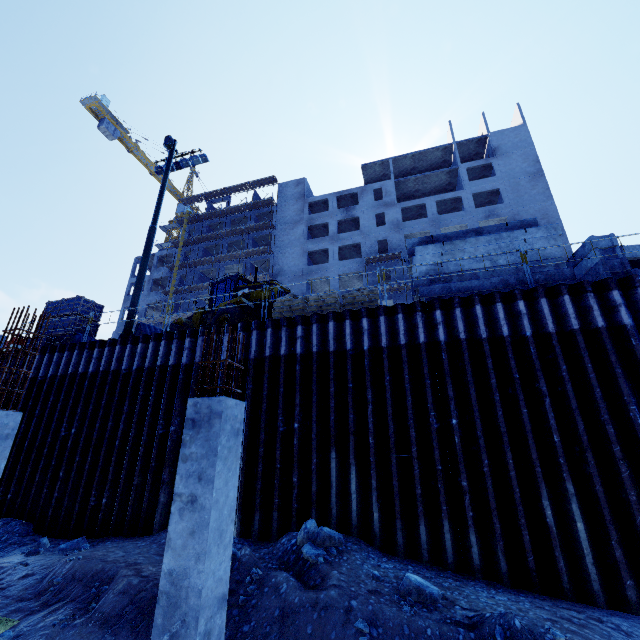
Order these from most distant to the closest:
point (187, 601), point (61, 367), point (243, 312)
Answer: point (243, 312) < point (61, 367) < point (187, 601)

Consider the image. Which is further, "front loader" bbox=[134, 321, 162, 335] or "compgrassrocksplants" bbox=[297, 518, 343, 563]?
"front loader" bbox=[134, 321, 162, 335]

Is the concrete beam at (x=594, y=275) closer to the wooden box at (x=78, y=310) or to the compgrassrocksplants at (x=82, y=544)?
the compgrassrocksplants at (x=82, y=544)

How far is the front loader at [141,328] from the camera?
17.2m

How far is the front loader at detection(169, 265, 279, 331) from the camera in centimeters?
1320cm

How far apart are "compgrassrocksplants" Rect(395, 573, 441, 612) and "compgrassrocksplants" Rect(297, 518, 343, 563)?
1.3m

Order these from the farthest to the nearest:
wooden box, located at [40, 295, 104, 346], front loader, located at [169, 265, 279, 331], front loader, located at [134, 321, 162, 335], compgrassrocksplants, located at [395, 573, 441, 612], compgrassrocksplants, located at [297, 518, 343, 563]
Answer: front loader, located at [134, 321, 162, 335] → wooden box, located at [40, 295, 104, 346] → front loader, located at [169, 265, 279, 331] → compgrassrocksplants, located at [297, 518, 343, 563] → compgrassrocksplants, located at [395, 573, 441, 612]

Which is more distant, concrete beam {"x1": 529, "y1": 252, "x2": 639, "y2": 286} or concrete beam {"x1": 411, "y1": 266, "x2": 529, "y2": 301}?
concrete beam {"x1": 411, "y1": 266, "x2": 529, "y2": 301}
